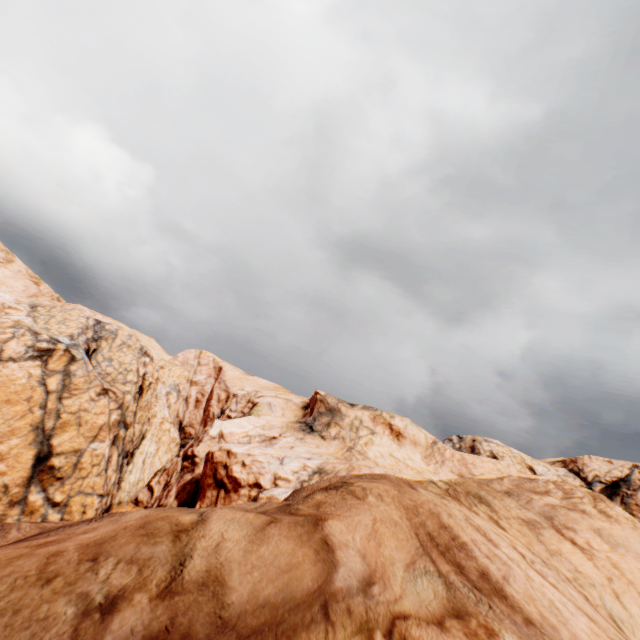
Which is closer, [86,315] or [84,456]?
[84,456]
